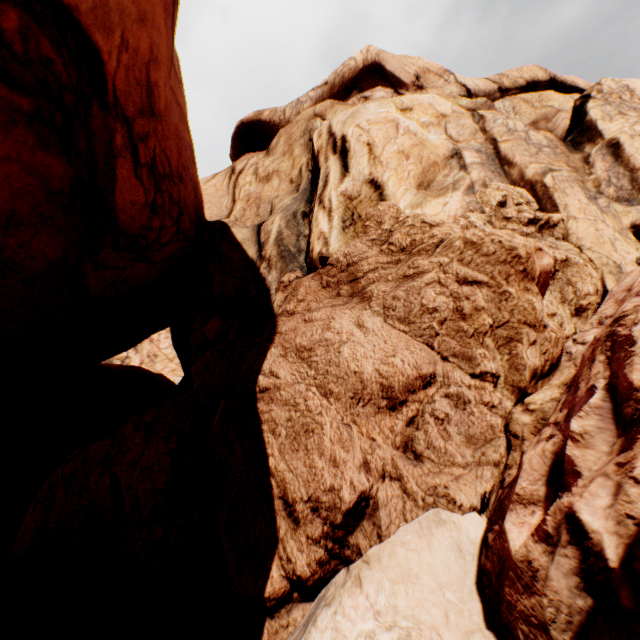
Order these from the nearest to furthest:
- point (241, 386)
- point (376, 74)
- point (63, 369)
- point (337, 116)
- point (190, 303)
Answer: point (241, 386) → point (337, 116) → point (190, 303) → point (63, 369) → point (376, 74)
